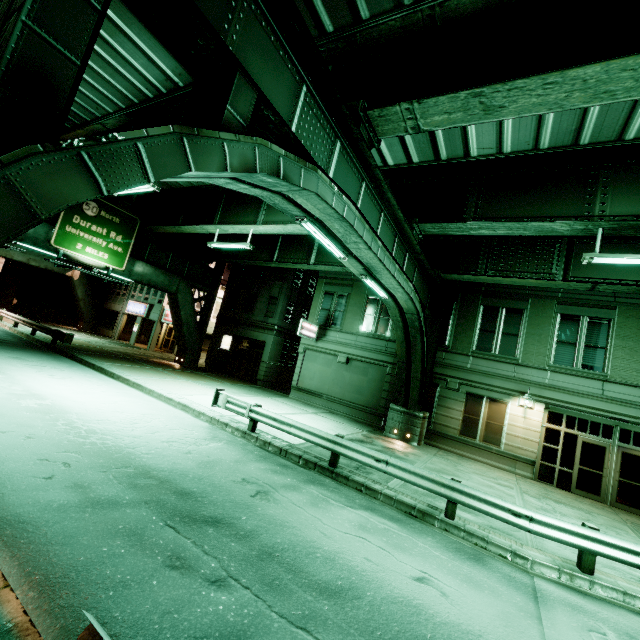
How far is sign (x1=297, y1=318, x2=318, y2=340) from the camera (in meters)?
20.98

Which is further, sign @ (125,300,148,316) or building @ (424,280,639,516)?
sign @ (125,300,148,316)

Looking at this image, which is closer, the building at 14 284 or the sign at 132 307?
the sign at 132 307

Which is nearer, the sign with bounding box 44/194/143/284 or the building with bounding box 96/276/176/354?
the sign with bounding box 44/194/143/284

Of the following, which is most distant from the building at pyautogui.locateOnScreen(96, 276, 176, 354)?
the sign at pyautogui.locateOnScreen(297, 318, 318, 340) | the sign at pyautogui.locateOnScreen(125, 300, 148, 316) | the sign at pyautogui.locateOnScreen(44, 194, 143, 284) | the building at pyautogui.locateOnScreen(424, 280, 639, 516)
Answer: the building at pyautogui.locateOnScreen(424, 280, 639, 516)

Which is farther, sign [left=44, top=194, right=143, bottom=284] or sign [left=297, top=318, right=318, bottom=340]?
sign [left=297, top=318, right=318, bottom=340]

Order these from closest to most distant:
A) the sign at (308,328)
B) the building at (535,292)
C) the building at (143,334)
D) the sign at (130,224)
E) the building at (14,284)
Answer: the building at (535,292)
the sign at (130,224)
the sign at (308,328)
the building at (143,334)
the building at (14,284)

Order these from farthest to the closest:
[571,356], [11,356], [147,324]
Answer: [147,324], [571,356], [11,356]
